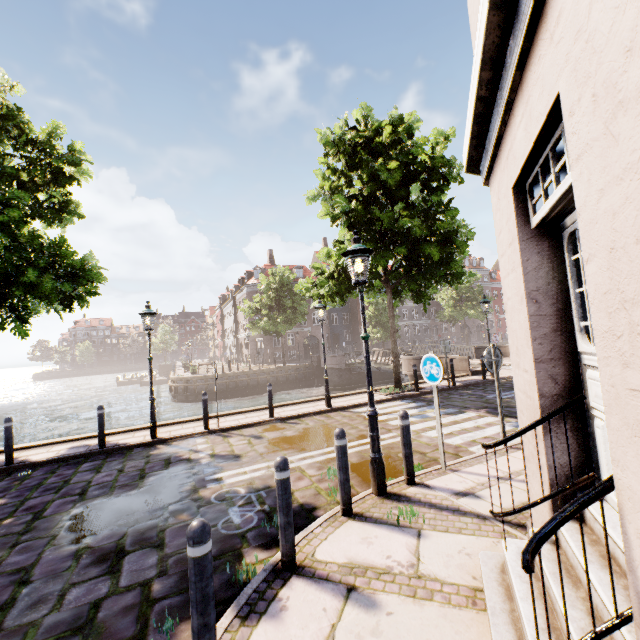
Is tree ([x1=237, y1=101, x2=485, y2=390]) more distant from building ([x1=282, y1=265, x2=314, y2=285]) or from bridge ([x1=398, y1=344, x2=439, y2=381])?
building ([x1=282, y1=265, x2=314, y2=285])

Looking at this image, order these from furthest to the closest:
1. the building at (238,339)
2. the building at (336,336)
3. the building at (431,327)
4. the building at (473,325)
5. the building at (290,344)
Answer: the building at (473,325), the building at (431,327), the building at (336,336), the building at (290,344), the building at (238,339)

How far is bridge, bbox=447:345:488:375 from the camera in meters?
16.2 m

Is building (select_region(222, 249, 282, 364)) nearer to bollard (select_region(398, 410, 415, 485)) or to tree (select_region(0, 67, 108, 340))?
tree (select_region(0, 67, 108, 340))

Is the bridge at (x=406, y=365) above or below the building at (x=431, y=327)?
below

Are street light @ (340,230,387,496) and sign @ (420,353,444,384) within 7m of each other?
yes

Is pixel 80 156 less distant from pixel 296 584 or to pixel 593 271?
pixel 296 584

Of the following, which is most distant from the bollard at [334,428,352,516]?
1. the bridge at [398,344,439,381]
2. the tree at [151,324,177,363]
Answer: the tree at [151,324,177,363]
